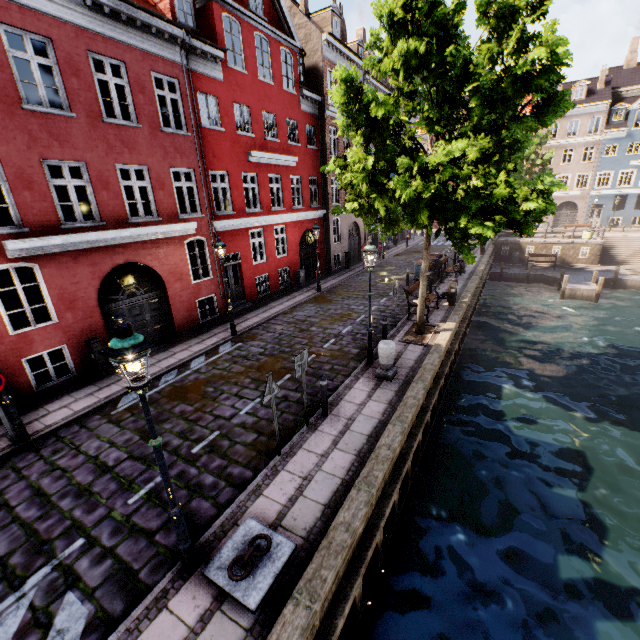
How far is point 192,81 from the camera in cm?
1245

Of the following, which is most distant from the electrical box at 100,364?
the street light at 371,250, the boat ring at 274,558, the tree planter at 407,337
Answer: the tree planter at 407,337

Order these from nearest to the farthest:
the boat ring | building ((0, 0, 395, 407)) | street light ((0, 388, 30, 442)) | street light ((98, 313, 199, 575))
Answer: street light ((98, 313, 199, 575)), the boat ring, street light ((0, 388, 30, 442)), building ((0, 0, 395, 407))

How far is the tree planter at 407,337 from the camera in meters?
11.6

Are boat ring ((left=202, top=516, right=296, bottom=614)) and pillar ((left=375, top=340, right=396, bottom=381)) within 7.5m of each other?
yes

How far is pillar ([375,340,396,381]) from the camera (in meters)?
9.11

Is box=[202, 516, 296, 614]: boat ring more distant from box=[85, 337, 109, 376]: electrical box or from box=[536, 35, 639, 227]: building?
box=[536, 35, 639, 227]: building

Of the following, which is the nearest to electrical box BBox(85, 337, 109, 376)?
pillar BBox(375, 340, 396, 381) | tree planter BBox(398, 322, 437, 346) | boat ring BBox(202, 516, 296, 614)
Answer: boat ring BBox(202, 516, 296, 614)
